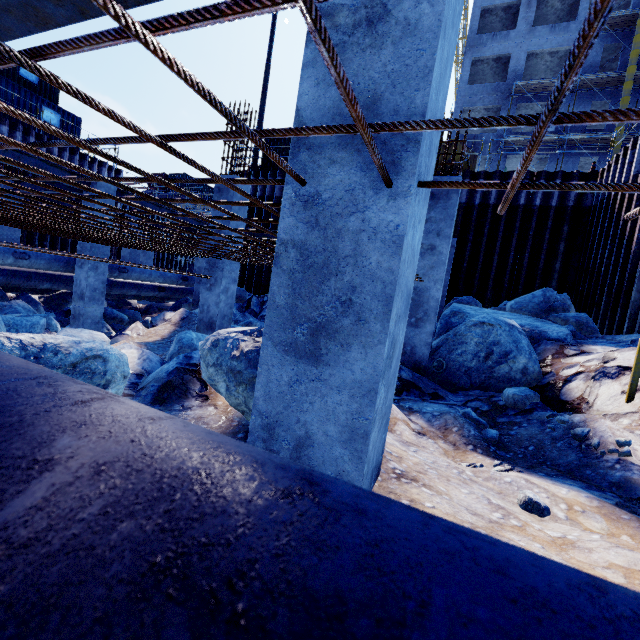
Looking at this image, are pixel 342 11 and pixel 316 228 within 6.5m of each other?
yes

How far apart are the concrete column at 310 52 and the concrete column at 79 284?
10.34m

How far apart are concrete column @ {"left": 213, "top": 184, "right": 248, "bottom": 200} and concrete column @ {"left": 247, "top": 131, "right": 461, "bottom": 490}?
6.2m

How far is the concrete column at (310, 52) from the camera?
1.4m

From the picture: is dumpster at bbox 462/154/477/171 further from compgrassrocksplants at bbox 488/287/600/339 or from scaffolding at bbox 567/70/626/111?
compgrassrocksplants at bbox 488/287/600/339

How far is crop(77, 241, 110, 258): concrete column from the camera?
9.7m

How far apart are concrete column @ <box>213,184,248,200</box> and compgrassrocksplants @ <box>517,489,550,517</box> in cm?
689

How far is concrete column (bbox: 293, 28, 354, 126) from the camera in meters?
1.4
